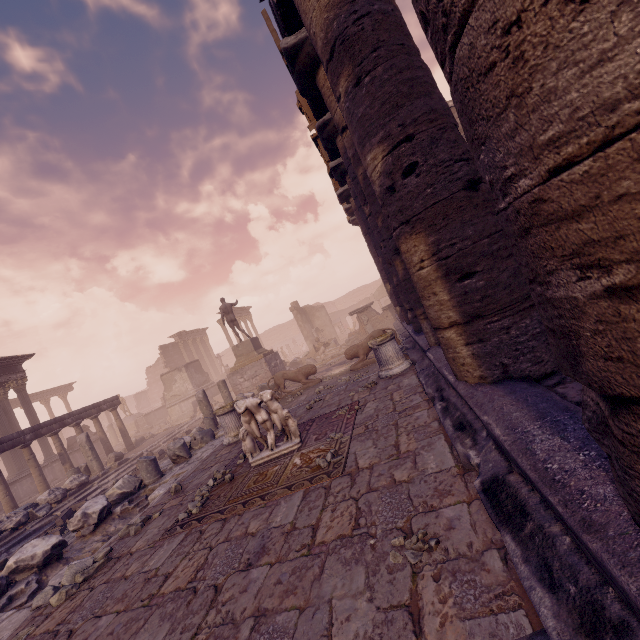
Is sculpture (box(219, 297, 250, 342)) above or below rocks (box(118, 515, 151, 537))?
above

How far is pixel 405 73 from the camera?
2.9m

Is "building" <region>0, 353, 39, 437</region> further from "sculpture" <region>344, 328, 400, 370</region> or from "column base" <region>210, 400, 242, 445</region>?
"sculpture" <region>344, 328, 400, 370</region>

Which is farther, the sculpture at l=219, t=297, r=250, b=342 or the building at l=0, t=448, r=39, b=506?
the sculpture at l=219, t=297, r=250, b=342

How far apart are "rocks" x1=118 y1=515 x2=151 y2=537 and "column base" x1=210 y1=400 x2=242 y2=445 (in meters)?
2.70

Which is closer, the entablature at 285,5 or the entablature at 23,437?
the entablature at 285,5

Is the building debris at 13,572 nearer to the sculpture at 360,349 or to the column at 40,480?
the sculpture at 360,349

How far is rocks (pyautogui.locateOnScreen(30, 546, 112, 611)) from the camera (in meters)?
4.02
